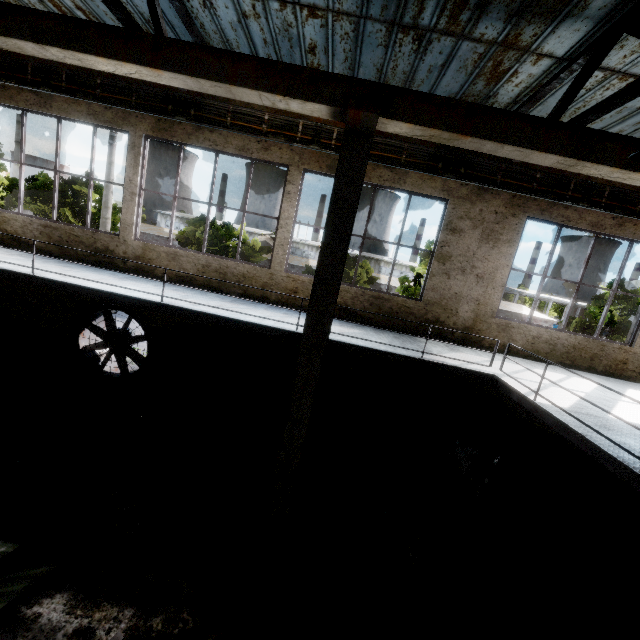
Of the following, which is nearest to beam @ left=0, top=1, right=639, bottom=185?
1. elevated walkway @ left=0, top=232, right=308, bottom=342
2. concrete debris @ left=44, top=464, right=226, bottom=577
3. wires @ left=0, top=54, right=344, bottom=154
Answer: wires @ left=0, top=54, right=344, bottom=154

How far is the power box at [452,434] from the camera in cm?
897

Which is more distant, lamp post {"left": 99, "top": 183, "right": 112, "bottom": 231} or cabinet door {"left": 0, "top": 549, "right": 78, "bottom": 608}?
lamp post {"left": 99, "top": 183, "right": 112, "bottom": 231}

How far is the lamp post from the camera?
12.7 meters

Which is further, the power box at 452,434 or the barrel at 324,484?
the power box at 452,434

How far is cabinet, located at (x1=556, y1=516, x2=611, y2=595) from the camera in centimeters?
673cm

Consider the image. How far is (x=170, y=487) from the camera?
6.62m

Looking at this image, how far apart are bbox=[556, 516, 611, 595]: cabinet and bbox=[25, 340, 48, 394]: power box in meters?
14.0 m
